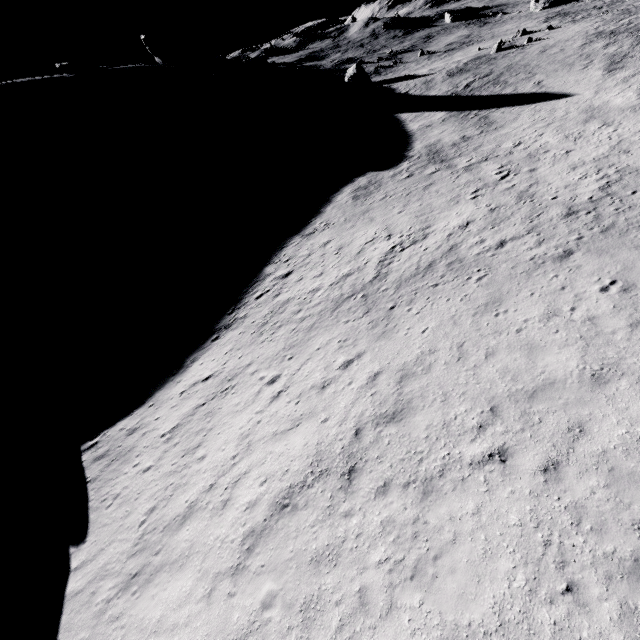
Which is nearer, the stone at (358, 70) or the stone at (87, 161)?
the stone at (87, 161)

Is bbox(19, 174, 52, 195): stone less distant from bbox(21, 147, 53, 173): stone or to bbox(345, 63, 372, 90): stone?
bbox(21, 147, 53, 173): stone

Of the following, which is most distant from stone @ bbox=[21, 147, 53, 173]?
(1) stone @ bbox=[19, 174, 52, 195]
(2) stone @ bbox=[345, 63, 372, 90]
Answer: (2) stone @ bbox=[345, 63, 372, 90]

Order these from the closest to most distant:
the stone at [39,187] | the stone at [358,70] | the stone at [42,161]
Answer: the stone at [39,187], the stone at [42,161], the stone at [358,70]

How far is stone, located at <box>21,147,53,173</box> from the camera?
49.6 meters

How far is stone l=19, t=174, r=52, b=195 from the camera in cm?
4653

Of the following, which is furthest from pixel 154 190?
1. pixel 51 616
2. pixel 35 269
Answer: pixel 51 616

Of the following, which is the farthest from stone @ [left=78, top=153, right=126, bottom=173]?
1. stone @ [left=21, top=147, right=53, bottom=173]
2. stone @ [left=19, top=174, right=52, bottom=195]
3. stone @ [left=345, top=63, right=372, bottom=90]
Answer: stone @ [left=345, top=63, right=372, bottom=90]
